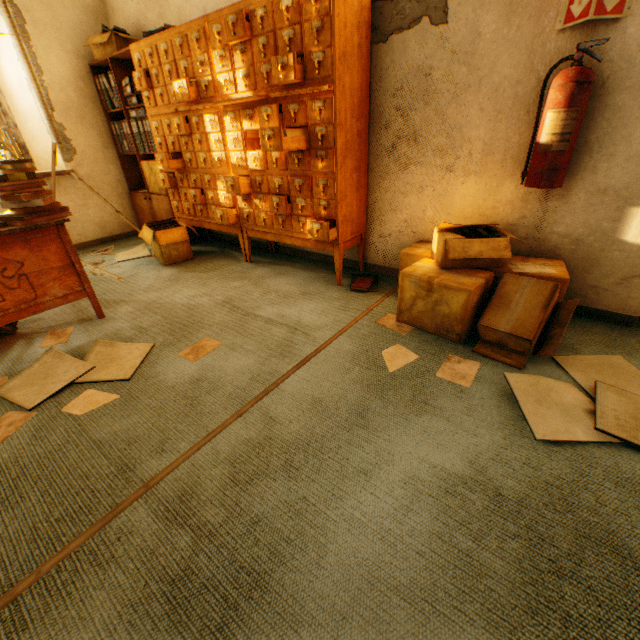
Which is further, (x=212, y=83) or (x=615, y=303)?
(x=212, y=83)

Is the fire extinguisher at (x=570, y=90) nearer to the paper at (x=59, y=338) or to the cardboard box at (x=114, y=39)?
the paper at (x=59, y=338)

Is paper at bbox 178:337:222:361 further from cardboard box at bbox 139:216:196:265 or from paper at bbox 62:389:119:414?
cardboard box at bbox 139:216:196:265

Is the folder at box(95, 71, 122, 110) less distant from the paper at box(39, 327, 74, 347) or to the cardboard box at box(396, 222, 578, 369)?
the paper at box(39, 327, 74, 347)

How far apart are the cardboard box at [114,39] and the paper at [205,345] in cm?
331

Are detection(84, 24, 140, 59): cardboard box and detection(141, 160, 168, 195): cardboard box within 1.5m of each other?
yes

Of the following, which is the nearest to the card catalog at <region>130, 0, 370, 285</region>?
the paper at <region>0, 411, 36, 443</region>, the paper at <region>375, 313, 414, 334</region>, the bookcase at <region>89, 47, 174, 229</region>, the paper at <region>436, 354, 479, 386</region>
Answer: the bookcase at <region>89, 47, 174, 229</region>

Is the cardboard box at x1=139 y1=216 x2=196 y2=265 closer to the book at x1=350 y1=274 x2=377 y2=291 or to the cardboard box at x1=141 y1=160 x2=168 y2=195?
the cardboard box at x1=141 y1=160 x2=168 y2=195
